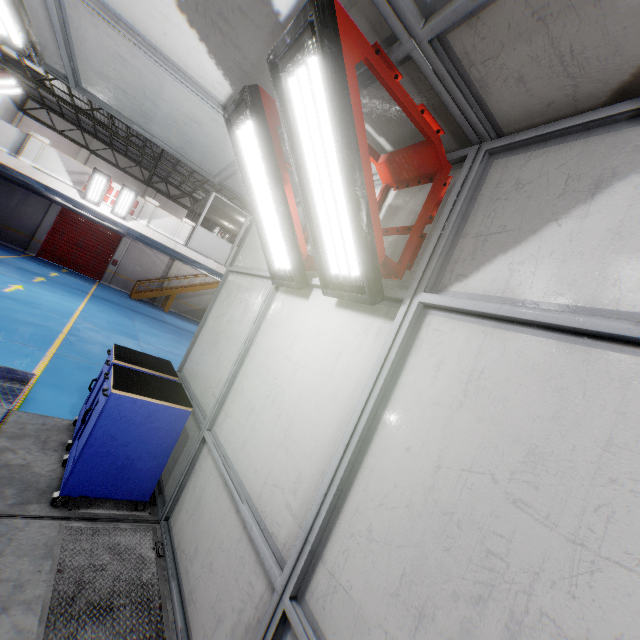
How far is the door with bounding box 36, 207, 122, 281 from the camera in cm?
2198

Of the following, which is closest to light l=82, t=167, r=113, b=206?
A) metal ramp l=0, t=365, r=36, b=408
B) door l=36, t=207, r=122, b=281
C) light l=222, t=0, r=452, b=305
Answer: metal ramp l=0, t=365, r=36, b=408

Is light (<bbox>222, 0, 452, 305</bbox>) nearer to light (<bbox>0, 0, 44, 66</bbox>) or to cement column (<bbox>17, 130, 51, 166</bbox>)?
light (<bbox>0, 0, 44, 66</bbox>)

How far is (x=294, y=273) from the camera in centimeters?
283cm

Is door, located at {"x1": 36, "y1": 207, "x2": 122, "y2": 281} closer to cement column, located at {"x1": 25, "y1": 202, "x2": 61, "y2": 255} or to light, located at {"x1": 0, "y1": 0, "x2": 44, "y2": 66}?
cement column, located at {"x1": 25, "y1": 202, "x2": 61, "y2": 255}

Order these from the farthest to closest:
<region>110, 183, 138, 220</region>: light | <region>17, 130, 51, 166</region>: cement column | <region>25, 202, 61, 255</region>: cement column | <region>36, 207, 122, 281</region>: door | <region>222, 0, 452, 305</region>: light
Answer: <region>36, 207, 122, 281</region>: door → <region>25, 202, 61, 255</region>: cement column → <region>110, 183, 138, 220</region>: light → <region>17, 130, 51, 166</region>: cement column → <region>222, 0, 452, 305</region>: light

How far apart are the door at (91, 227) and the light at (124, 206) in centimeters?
1186cm

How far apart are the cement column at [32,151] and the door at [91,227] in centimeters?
1161cm
